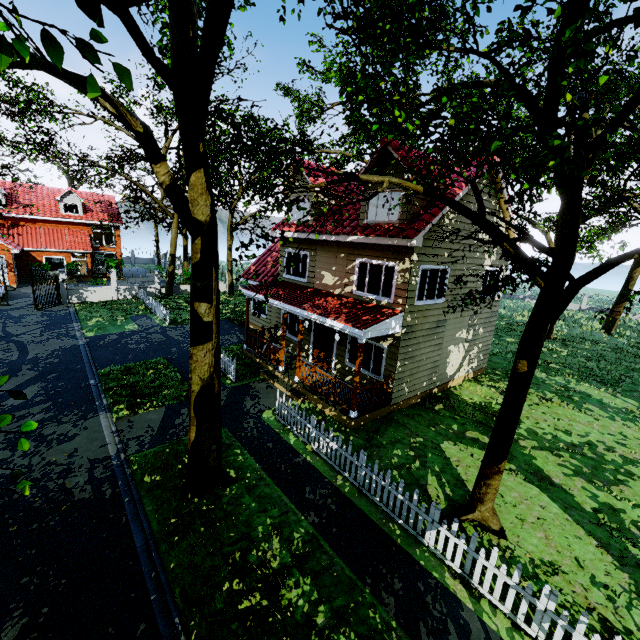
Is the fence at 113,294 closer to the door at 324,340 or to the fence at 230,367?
the door at 324,340

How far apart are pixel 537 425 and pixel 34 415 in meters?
17.5

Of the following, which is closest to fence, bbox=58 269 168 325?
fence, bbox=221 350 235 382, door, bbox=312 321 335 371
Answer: door, bbox=312 321 335 371

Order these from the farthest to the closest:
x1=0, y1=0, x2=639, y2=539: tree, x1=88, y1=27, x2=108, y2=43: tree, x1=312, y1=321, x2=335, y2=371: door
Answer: x1=312, y1=321, x2=335, y2=371: door < x1=0, y1=0, x2=639, y2=539: tree < x1=88, y1=27, x2=108, y2=43: tree

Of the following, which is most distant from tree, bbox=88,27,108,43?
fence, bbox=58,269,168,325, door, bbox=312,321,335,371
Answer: door, bbox=312,321,335,371

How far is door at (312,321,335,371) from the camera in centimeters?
1412cm

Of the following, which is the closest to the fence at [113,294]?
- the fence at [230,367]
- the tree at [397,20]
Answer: the tree at [397,20]
